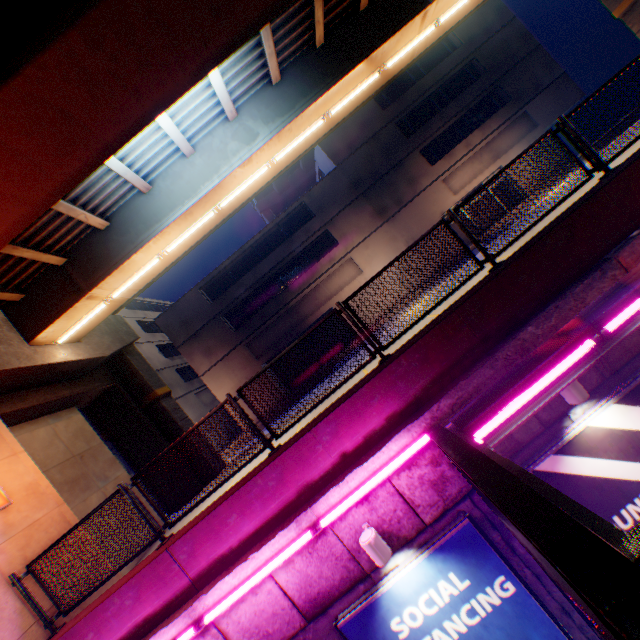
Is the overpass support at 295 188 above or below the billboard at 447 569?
above

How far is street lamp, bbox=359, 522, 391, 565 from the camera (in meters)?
4.64

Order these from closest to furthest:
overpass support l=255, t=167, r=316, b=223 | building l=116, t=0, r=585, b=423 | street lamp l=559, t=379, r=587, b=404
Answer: street lamp l=559, t=379, r=587, b=404
building l=116, t=0, r=585, b=423
overpass support l=255, t=167, r=316, b=223

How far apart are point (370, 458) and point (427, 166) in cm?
2670

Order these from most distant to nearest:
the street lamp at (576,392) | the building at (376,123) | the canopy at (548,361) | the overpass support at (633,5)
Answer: the building at (376,123) → the overpass support at (633,5) → the street lamp at (576,392) → the canopy at (548,361)

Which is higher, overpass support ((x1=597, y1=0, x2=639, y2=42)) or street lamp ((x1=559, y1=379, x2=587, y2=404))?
overpass support ((x1=597, y1=0, x2=639, y2=42))

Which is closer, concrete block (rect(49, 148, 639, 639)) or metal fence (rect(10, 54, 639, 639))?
concrete block (rect(49, 148, 639, 639))

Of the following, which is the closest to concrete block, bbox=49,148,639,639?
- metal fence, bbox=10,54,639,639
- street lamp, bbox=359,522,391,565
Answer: metal fence, bbox=10,54,639,639
